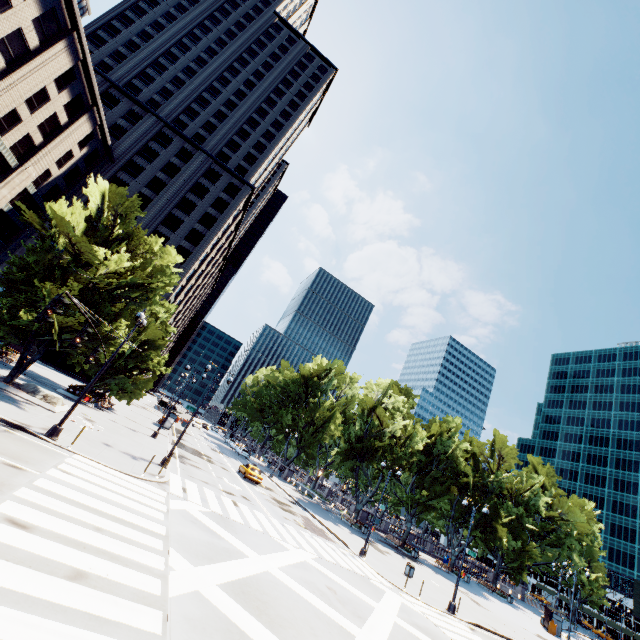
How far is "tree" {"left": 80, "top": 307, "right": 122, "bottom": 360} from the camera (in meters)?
20.61

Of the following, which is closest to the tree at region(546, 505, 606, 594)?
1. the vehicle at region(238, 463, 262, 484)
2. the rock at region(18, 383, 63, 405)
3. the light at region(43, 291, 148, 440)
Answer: the rock at region(18, 383, 63, 405)

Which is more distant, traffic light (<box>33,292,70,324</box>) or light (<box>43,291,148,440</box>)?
light (<box>43,291,148,440</box>)

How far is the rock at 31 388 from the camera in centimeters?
2066cm

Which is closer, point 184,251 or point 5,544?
point 5,544

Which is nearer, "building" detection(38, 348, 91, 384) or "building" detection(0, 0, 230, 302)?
"building" detection(0, 0, 230, 302)

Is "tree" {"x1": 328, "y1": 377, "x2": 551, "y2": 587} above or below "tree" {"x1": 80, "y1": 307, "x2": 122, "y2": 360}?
above

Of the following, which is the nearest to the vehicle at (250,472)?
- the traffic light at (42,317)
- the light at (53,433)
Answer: the light at (53,433)
